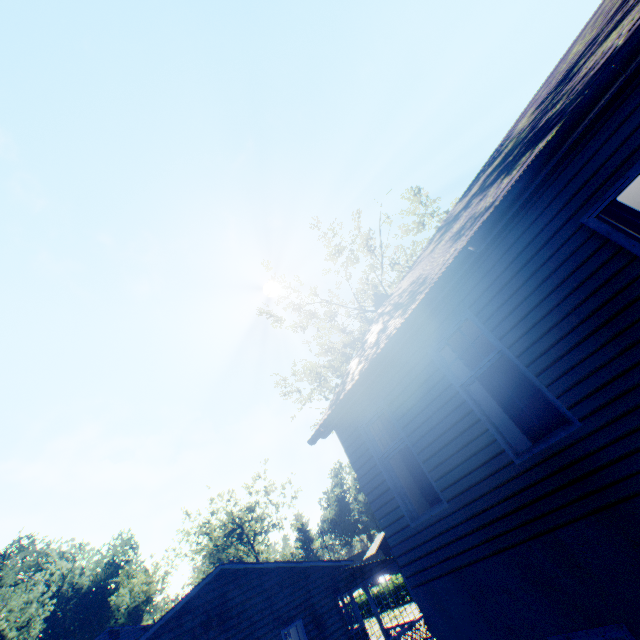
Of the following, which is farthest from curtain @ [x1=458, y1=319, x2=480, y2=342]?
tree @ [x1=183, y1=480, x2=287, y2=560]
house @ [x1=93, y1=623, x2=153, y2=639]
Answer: tree @ [x1=183, y1=480, x2=287, y2=560]

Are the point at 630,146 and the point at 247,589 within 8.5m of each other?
no

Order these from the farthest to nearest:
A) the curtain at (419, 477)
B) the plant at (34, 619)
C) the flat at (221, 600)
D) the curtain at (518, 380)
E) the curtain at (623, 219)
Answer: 1. the plant at (34, 619)
2. the flat at (221, 600)
3. the curtain at (419, 477)
4. the curtain at (518, 380)
5. the curtain at (623, 219)

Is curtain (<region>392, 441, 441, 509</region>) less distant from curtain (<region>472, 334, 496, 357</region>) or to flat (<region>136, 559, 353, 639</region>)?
curtain (<region>472, 334, 496, 357</region>)

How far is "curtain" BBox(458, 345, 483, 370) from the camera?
5.3 meters

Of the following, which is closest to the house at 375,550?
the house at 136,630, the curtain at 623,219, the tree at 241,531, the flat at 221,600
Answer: the tree at 241,531

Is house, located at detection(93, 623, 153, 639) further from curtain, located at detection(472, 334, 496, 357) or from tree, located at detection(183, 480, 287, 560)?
curtain, located at detection(472, 334, 496, 357)

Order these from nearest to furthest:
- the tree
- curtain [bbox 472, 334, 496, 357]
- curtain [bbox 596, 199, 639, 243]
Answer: curtain [bbox 596, 199, 639, 243] < curtain [bbox 472, 334, 496, 357] < the tree
